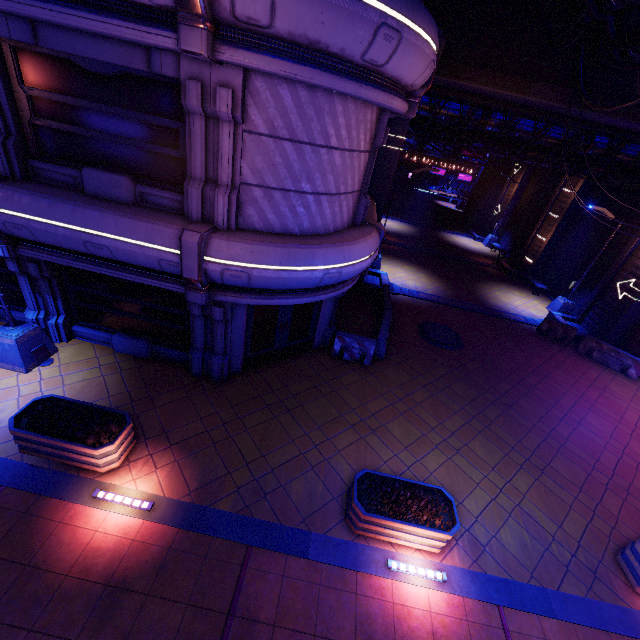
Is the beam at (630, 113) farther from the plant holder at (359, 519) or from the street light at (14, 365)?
the plant holder at (359, 519)

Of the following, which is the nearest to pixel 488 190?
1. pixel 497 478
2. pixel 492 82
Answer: pixel 492 82

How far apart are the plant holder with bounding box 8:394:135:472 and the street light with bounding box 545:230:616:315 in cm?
2183

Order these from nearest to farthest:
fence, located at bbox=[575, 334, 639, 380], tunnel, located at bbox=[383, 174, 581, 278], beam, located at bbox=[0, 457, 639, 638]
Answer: beam, located at bbox=[0, 457, 639, 638], fence, located at bbox=[575, 334, 639, 380], tunnel, located at bbox=[383, 174, 581, 278]

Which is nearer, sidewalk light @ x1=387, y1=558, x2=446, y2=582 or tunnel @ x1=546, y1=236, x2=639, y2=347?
sidewalk light @ x1=387, y1=558, x2=446, y2=582

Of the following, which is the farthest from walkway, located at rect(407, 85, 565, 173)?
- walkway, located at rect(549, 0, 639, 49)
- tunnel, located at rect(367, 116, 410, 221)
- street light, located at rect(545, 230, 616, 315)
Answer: walkway, located at rect(549, 0, 639, 49)

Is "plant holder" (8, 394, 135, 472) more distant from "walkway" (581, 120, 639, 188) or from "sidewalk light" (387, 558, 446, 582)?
"walkway" (581, 120, 639, 188)

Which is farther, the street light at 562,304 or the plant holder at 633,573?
the street light at 562,304
